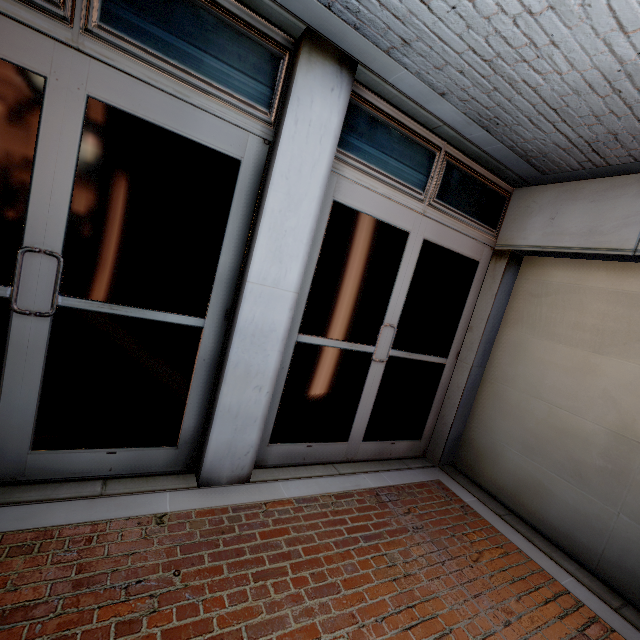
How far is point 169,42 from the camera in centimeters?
218cm
